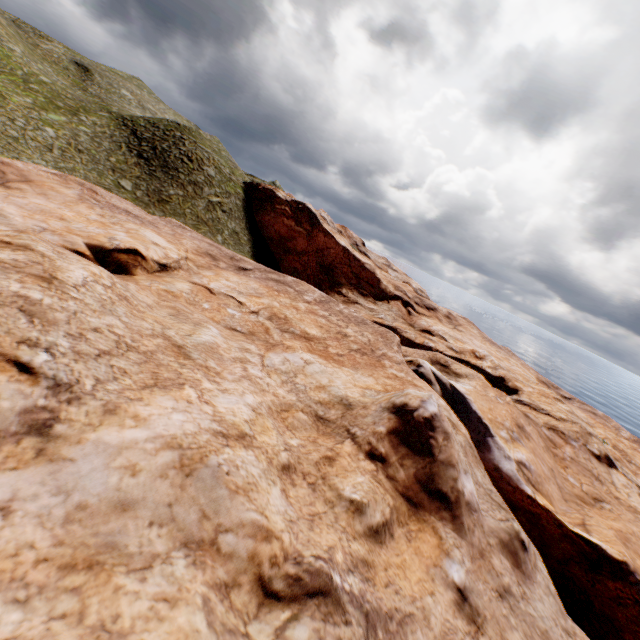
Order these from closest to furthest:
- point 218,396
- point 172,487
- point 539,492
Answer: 1. point 172,487
2. point 218,396
3. point 539,492
